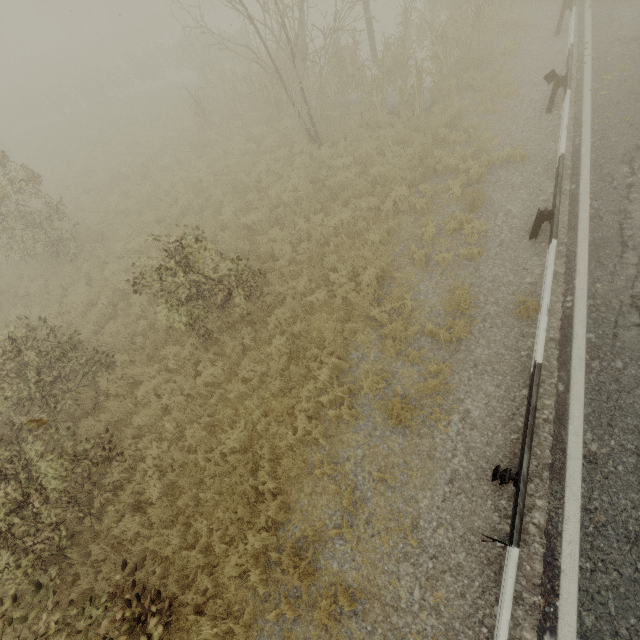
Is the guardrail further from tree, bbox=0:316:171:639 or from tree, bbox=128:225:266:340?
tree, bbox=0:316:171:639

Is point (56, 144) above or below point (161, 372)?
above

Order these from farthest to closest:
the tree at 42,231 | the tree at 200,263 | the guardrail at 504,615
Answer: the tree at 42,231 → the tree at 200,263 → the guardrail at 504,615

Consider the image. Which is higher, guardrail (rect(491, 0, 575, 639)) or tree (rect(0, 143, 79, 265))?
tree (rect(0, 143, 79, 265))

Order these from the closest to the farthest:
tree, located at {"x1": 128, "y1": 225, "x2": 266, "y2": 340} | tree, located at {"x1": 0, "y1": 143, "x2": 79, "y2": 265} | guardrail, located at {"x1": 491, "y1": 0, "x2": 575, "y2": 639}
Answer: guardrail, located at {"x1": 491, "y1": 0, "x2": 575, "y2": 639}
tree, located at {"x1": 128, "y1": 225, "x2": 266, "y2": 340}
tree, located at {"x1": 0, "y1": 143, "x2": 79, "y2": 265}

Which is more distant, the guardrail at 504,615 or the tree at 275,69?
the tree at 275,69

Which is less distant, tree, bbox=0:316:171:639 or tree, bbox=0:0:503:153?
tree, bbox=0:316:171:639
